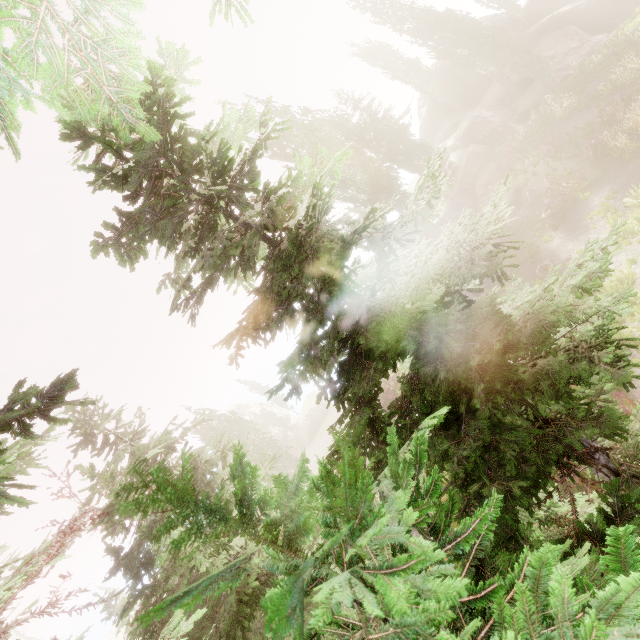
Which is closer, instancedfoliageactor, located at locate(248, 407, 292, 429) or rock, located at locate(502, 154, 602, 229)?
rock, located at locate(502, 154, 602, 229)

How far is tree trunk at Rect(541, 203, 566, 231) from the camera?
16.70m

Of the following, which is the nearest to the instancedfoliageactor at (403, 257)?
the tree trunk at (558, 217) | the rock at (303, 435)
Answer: the rock at (303, 435)

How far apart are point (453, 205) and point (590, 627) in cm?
3202

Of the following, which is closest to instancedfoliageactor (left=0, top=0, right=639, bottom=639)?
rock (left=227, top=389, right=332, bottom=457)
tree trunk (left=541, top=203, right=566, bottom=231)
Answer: rock (left=227, top=389, right=332, bottom=457)

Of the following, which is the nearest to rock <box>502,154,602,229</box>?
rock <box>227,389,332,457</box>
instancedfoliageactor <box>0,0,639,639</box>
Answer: instancedfoliageactor <box>0,0,639,639</box>

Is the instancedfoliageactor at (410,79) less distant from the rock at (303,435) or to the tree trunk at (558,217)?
the rock at (303,435)

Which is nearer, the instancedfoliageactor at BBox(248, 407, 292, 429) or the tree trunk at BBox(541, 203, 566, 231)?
the tree trunk at BBox(541, 203, 566, 231)
